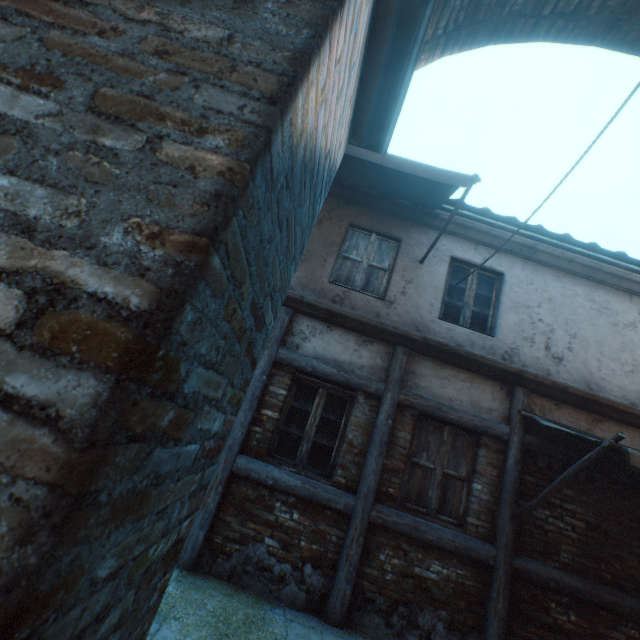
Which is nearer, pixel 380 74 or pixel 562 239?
pixel 380 74

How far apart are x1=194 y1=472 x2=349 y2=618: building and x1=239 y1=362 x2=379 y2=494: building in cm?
24

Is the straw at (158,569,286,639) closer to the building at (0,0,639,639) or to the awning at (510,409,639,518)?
the building at (0,0,639,639)

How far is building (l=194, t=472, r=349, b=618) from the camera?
4.09m

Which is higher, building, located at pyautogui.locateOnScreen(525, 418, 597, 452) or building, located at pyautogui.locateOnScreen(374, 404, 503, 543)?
building, located at pyautogui.locateOnScreen(525, 418, 597, 452)

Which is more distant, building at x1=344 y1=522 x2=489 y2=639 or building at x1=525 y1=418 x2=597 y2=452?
building at x1=525 y1=418 x2=597 y2=452

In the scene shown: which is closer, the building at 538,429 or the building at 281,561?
the building at 281,561

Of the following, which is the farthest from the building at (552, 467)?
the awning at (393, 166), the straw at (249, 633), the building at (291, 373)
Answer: the building at (291, 373)
